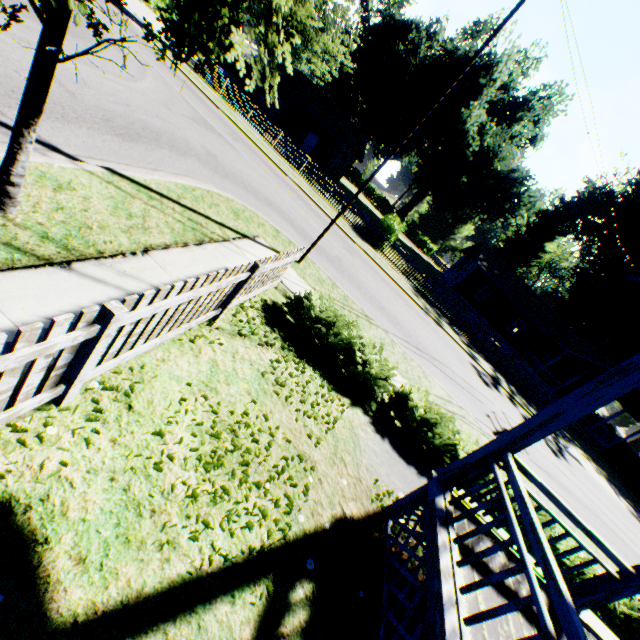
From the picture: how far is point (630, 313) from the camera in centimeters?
3838cm

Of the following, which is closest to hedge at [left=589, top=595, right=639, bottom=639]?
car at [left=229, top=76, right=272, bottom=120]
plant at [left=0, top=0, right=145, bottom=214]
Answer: plant at [left=0, top=0, right=145, bottom=214]

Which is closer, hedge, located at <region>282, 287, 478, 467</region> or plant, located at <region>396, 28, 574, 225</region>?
hedge, located at <region>282, 287, 478, 467</region>

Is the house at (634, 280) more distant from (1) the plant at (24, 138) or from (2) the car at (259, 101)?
(2) the car at (259, 101)

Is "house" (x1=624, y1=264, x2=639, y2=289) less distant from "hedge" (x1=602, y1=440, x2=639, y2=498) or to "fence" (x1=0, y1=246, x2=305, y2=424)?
"fence" (x1=0, y1=246, x2=305, y2=424)

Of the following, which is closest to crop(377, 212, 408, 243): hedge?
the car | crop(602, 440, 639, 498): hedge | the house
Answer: the car

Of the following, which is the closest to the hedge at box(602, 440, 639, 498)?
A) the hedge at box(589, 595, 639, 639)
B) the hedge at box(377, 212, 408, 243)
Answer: the hedge at box(589, 595, 639, 639)

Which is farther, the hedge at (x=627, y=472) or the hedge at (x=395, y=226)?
the hedge at (x=627, y=472)
